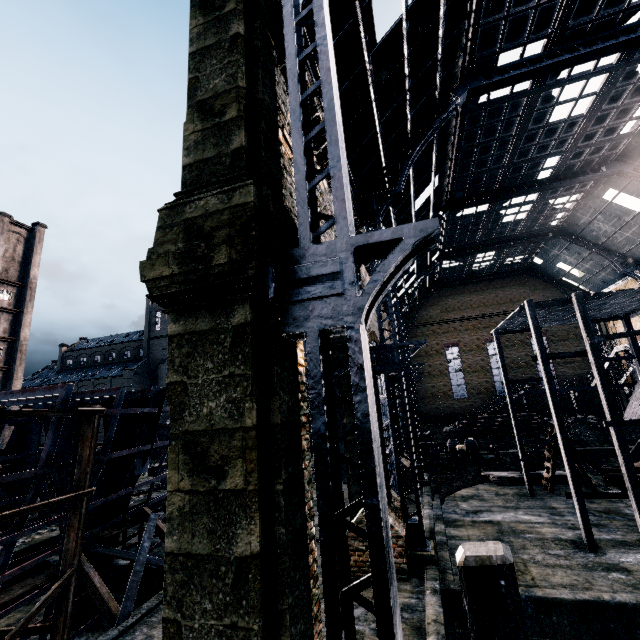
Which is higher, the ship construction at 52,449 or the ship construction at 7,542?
the ship construction at 52,449

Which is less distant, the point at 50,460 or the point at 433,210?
the point at 50,460

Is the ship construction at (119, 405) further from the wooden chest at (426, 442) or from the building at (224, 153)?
the building at (224, 153)

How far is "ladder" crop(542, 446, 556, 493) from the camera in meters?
A: 22.6 m

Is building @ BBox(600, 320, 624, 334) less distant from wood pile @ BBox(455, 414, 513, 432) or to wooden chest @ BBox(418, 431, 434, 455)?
wooden chest @ BBox(418, 431, 434, 455)

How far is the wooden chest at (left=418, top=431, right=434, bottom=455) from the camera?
33.9m

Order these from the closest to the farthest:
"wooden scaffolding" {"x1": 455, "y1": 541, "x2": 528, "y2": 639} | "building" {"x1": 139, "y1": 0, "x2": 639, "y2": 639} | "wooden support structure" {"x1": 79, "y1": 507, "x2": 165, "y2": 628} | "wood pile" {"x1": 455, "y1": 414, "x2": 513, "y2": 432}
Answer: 1. "wooden scaffolding" {"x1": 455, "y1": 541, "x2": 528, "y2": 639}
2. "building" {"x1": 139, "y1": 0, "x2": 639, "y2": 639}
3. "wooden support structure" {"x1": 79, "y1": 507, "x2": 165, "y2": 628}
4. "wood pile" {"x1": 455, "y1": 414, "x2": 513, "y2": 432}

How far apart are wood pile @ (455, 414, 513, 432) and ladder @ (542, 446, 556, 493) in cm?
1596
